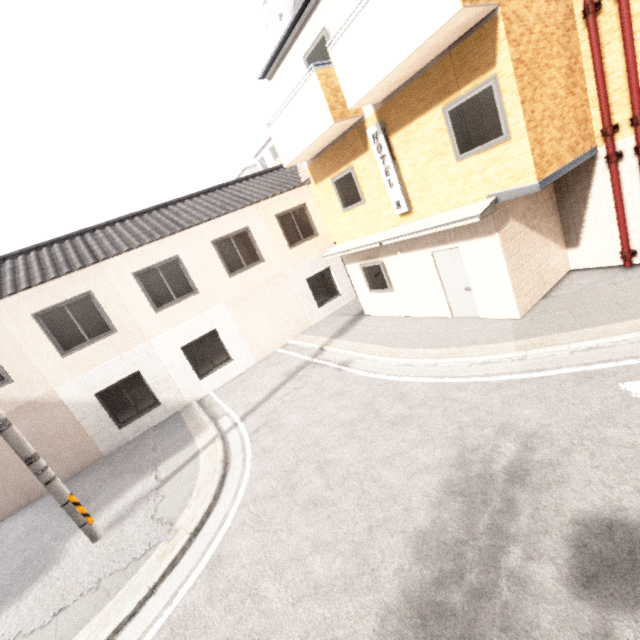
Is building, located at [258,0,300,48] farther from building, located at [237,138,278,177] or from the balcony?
the balcony

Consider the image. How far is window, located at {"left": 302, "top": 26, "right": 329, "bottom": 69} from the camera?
8.2m

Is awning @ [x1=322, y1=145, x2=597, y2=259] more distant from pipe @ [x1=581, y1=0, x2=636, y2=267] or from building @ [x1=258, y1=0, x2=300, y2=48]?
building @ [x1=258, y1=0, x2=300, y2=48]

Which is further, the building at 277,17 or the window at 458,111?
the building at 277,17

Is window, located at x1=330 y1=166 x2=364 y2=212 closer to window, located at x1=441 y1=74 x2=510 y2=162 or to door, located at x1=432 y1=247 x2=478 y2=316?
door, located at x1=432 y1=247 x2=478 y2=316

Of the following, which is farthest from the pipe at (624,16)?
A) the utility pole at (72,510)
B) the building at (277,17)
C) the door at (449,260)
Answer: the utility pole at (72,510)

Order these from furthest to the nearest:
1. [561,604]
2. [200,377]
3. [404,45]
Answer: [200,377] < [404,45] < [561,604]

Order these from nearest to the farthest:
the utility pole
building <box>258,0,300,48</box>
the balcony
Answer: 1. the balcony
2. the utility pole
3. building <box>258,0,300,48</box>
